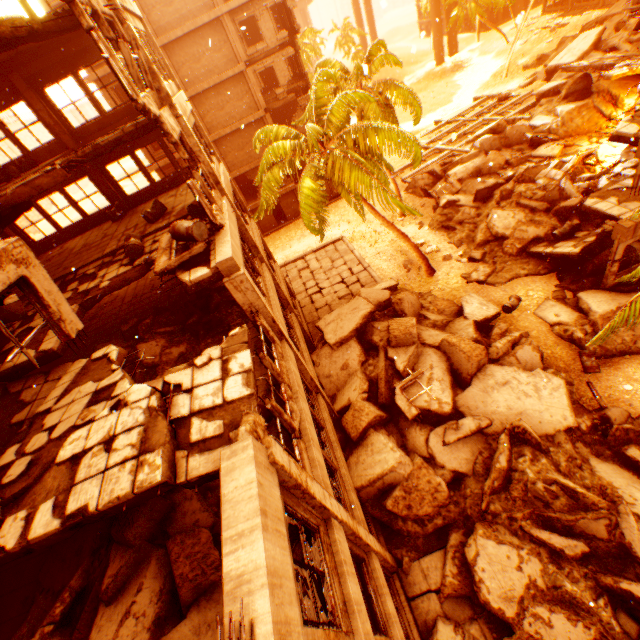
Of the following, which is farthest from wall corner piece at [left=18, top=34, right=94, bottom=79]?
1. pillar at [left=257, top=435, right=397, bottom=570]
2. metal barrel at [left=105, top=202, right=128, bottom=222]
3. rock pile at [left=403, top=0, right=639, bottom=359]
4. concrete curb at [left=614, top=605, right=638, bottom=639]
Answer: concrete curb at [left=614, top=605, right=638, bottom=639]

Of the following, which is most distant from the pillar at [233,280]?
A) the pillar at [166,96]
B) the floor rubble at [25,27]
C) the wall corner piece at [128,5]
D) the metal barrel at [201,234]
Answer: the wall corner piece at [128,5]

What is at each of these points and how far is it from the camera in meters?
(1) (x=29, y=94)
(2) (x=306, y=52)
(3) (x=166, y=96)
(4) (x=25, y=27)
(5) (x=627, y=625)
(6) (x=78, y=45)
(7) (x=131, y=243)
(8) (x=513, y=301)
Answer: (1) pillar, 12.0 m
(2) rubble, 47.3 m
(3) pillar, 9.4 m
(4) floor rubble, 7.0 m
(5) concrete curb, 7.7 m
(6) wall corner piece, 11.7 m
(7) metal barrel, 10.2 m
(8) metal barrel, 14.9 m

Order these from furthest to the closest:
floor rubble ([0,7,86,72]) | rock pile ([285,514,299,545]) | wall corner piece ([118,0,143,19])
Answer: wall corner piece ([118,0,143,19]), floor rubble ([0,7,86,72]), rock pile ([285,514,299,545])

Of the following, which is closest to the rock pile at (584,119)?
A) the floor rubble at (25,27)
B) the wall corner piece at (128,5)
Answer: the floor rubble at (25,27)

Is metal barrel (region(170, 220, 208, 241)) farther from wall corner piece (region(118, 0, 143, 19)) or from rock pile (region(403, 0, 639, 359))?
rock pile (region(403, 0, 639, 359))

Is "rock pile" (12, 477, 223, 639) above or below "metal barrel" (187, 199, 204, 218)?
below

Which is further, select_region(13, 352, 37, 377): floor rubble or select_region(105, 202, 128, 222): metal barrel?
select_region(105, 202, 128, 222): metal barrel
